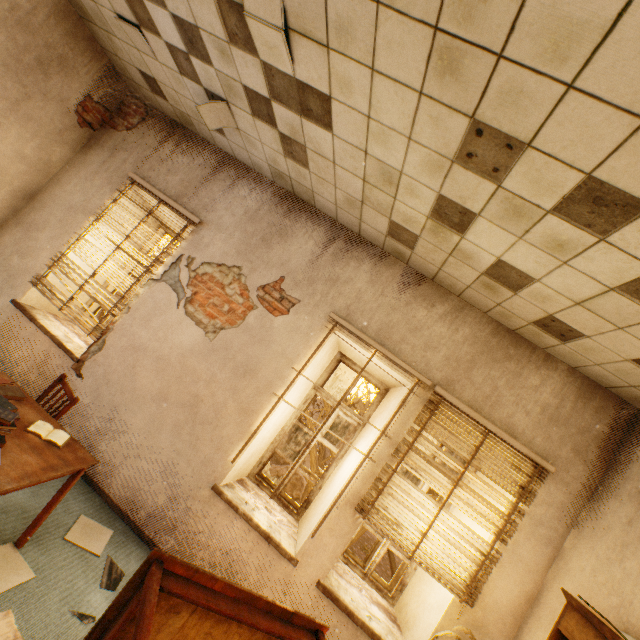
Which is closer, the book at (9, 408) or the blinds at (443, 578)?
the book at (9, 408)

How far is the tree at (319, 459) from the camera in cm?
775

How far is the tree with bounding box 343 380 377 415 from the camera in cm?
787

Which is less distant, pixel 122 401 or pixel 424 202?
pixel 424 202

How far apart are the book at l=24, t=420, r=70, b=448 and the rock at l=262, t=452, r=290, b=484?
24.7m

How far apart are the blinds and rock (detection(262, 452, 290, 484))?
23.76m

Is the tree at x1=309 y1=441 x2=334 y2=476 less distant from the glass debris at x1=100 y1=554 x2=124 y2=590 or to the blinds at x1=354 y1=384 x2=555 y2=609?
the blinds at x1=354 y1=384 x2=555 y2=609

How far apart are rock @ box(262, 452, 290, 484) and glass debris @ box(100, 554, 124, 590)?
23.9 meters
